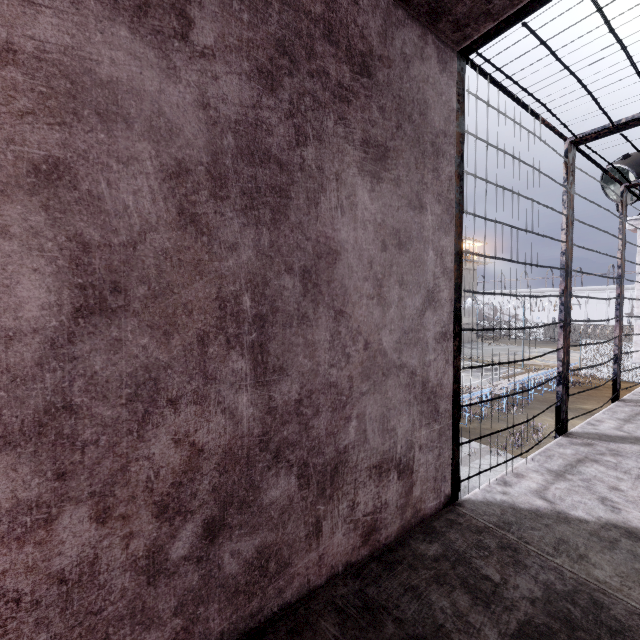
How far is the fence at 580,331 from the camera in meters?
23.6 m

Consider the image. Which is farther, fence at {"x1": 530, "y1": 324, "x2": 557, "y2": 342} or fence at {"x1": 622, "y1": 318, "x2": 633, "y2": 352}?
fence at {"x1": 530, "y1": 324, "x2": 557, "y2": 342}

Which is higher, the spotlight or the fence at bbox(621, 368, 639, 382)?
the spotlight

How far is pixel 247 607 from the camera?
1.3m

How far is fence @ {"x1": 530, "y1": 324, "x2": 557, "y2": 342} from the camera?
46.4m

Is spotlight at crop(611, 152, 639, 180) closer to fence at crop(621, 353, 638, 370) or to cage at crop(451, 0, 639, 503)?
cage at crop(451, 0, 639, 503)

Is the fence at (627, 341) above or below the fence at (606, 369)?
above

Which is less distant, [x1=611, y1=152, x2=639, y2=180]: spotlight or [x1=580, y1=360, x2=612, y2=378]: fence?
[x1=611, y1=152, x2=639, y2=180]: spotlight
